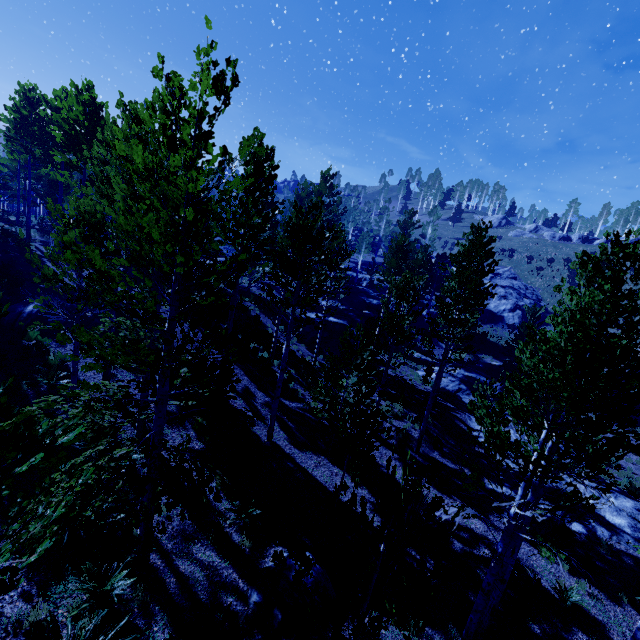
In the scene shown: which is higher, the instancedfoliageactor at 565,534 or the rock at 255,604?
the rock at 255,604

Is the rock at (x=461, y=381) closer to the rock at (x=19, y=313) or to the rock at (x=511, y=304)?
the rock at (x=511, y=304)

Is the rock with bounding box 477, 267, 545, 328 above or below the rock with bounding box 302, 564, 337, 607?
above

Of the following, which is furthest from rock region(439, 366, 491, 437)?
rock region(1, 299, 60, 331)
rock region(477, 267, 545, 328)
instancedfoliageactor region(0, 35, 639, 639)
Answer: rock region(1, 299, 60, 331)

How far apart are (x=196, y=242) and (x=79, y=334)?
2.44m

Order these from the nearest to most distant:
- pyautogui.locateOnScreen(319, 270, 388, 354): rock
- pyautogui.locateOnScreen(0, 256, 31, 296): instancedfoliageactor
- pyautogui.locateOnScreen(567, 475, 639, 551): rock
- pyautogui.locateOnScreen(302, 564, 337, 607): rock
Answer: pyautogui.locateOnScreen(302, 564, 337, 607): rock < pyautogui.locateOnScreen(567, 475, 639, 551): rock < pyautogui.locateOnScreen(0, 256, 31, 296): instancedfoliageactor < pyautogui.locateOnScreen(319, 270, 388, 354): rock

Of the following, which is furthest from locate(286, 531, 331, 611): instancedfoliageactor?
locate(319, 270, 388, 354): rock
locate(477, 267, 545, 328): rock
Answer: locate(477, 267, 545, 328): rock

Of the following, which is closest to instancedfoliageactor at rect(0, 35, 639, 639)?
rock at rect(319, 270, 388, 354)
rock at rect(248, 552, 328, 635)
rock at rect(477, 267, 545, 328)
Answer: rock at rect(319, 270, 388, 354)
